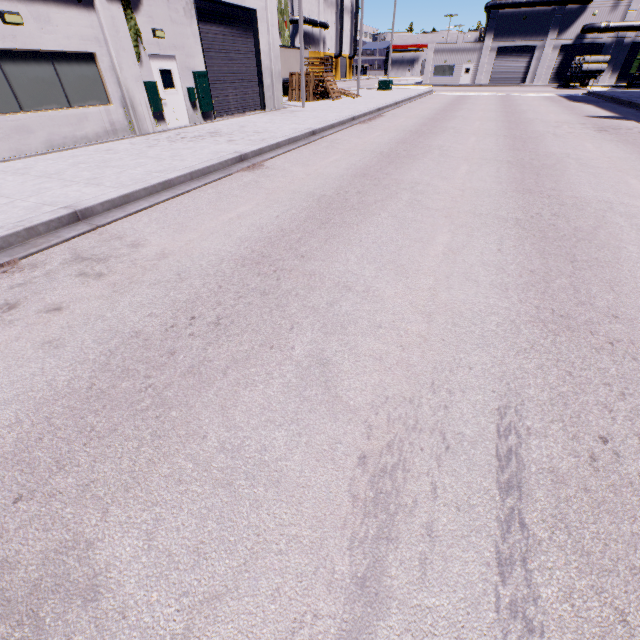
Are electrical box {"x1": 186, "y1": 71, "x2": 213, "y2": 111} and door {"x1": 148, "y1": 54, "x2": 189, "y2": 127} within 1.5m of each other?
yes

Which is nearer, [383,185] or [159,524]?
[159,524]

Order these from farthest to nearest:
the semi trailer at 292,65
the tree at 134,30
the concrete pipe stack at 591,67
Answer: the concrete pipe stack at 591,67
the semi trailer at 292,65
the tree at 134,30

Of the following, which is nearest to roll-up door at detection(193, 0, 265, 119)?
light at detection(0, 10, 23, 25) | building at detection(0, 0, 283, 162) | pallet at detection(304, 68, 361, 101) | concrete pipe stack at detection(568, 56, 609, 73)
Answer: building at detection(0, 0, 283, 162)

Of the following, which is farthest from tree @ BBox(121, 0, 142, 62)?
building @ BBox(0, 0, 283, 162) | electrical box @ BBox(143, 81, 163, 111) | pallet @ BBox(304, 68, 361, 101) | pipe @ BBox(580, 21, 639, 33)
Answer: pipe @ BBox(580, 21, 639, 33)

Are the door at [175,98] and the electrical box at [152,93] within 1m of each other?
Answer: yes

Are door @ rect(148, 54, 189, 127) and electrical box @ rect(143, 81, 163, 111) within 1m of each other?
yes

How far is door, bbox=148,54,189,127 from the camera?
13.0 meters
